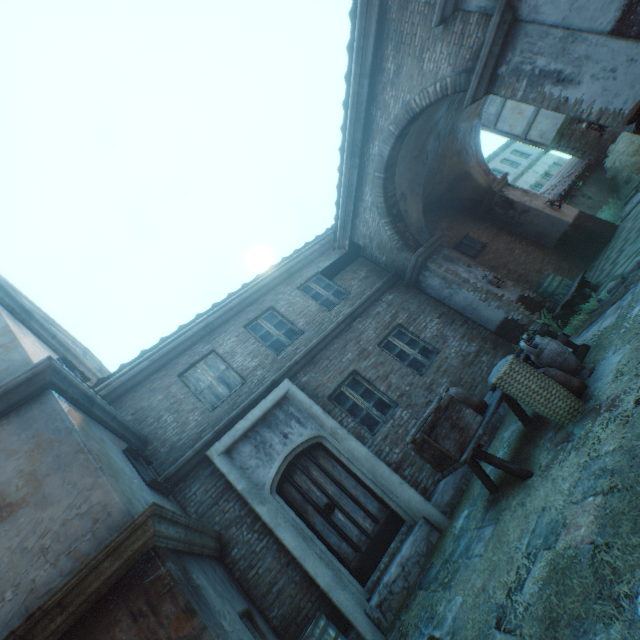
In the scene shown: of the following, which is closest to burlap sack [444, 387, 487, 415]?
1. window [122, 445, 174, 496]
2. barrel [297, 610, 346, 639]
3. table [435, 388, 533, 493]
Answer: table [435, 388, 533, 493]

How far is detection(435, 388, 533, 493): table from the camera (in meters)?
4.07

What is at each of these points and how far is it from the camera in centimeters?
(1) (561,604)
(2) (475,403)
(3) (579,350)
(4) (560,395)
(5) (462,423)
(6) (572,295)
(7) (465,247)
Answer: (1) straw, 219cm
(2) burlap sack, 471cm
(3) wooden crate, 509cm
(4) wicker basket, 395cm
(5) wooden crate, 435cm
(6) table, 700cm
(7) window, 1095cm

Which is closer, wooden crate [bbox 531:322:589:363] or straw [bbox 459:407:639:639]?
straw [bbox 459:407:639:639]

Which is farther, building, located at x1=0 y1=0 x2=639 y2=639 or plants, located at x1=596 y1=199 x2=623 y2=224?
plants, located at x1=596 y1=199 x2=623 y2=224

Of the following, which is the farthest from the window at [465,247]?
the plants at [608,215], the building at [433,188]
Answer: the plants at [608,215]

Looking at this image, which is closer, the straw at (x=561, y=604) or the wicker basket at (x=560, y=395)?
the straw at (x=561, y=604)

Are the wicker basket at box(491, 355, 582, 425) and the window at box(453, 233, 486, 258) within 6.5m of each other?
no
